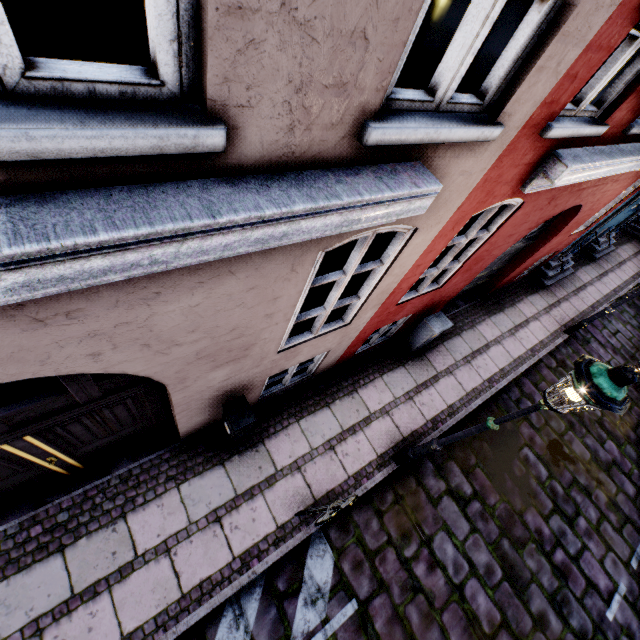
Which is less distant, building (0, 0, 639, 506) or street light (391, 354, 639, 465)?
building (0, 0, 639, 506)

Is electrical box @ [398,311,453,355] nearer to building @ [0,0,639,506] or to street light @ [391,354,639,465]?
building @ [0,0,639,506]

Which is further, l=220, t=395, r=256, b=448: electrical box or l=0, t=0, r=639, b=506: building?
l=220, t=395, r=256, b=448: electrical box

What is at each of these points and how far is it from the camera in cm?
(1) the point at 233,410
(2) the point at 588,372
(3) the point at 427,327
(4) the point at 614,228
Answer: (1) electrical box, 405
(2) street light, 274
(3) electrical box, 625
(4) building, 1100

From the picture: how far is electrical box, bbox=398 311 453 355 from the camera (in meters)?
6.22

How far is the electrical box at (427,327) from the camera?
6.2m

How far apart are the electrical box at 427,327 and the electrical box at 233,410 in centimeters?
376cm

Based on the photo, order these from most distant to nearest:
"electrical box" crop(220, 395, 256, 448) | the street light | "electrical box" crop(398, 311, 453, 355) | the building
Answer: "electrical box" crop(398, 311, 453, 355) → "electrical box" crop(220, 395, 256, 448) → the street light → the building
